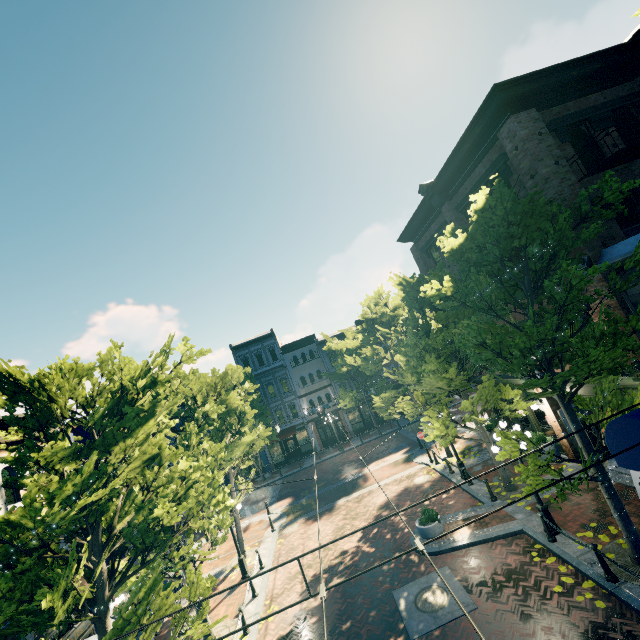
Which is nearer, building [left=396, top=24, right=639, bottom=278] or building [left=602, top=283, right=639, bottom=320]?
building [left=602, top=283, right=639, bottom=320]

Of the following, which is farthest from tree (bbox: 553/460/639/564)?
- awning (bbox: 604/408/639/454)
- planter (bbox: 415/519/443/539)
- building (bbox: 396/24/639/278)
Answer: planter (bbox: 415/519/443/539)

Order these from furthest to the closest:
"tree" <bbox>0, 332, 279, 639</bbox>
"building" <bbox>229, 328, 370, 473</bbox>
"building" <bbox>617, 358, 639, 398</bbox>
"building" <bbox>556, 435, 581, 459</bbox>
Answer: "building" <bbox>229, 328, 370, 473</bbox>, "building" <bbox>556, 435, 581, 459</bbox>, "building" <bbox>617, 358, 639, 398</bbox>, "tree" <bbox>0, 332, 279, 639</bbox>

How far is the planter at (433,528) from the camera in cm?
1223

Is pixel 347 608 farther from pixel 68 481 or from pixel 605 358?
pixel 605 358

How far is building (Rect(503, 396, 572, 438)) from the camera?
13.9 meters

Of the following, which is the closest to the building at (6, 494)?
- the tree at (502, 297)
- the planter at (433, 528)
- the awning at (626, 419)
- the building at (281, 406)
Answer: the tree at (502, 297)

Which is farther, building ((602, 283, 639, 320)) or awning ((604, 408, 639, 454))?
building ((602, 283, 639, 320))
